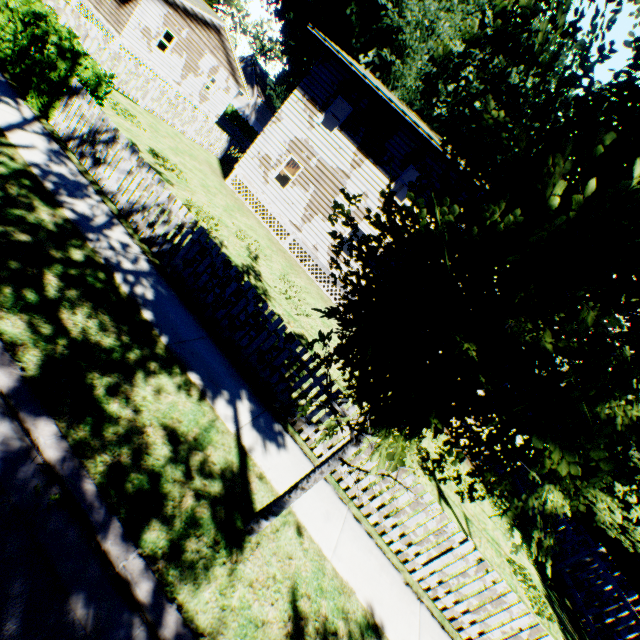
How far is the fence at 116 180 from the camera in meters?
6.1

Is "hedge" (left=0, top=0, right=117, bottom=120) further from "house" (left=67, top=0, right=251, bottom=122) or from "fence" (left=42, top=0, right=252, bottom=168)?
"house" (left=67, top=0, right=251, bottom=122)

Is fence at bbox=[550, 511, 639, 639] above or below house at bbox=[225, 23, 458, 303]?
below

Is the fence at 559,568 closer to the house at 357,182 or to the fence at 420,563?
the fence at 420,563

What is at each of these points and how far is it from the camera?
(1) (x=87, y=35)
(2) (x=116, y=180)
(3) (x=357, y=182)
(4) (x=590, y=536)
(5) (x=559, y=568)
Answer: (1) fence, 12.33m
(2) fence, 7.09m
(3) house, 15.51m
(4) house, 16.78m
(5) fence, 11.54m

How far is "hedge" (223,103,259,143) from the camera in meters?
57.6

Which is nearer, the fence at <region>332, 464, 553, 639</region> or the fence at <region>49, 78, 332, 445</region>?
the fence at <region>332, 464, 553, 639</region>

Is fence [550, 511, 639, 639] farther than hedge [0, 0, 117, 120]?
Yes
